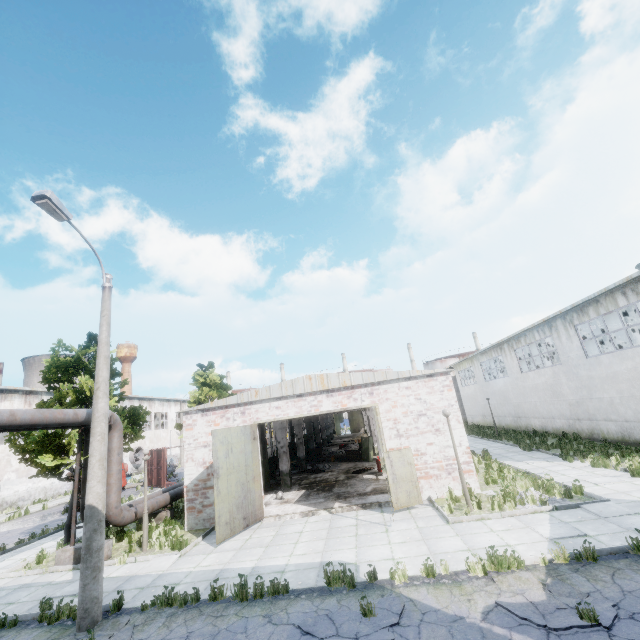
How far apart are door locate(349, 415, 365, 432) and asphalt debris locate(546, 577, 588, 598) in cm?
5450

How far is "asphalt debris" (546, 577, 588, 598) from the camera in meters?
6.0

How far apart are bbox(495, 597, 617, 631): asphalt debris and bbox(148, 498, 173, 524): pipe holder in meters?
14.7 m

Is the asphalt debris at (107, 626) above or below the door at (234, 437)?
below

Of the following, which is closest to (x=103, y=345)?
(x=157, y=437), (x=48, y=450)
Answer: (x=48, y=450)

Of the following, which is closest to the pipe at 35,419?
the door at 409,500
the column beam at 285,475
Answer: the column beam at 285,475

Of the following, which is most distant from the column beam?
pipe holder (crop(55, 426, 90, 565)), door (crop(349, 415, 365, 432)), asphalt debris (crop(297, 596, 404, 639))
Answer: door (crop(349, 415, 365, 432))

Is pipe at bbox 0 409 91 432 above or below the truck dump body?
above
